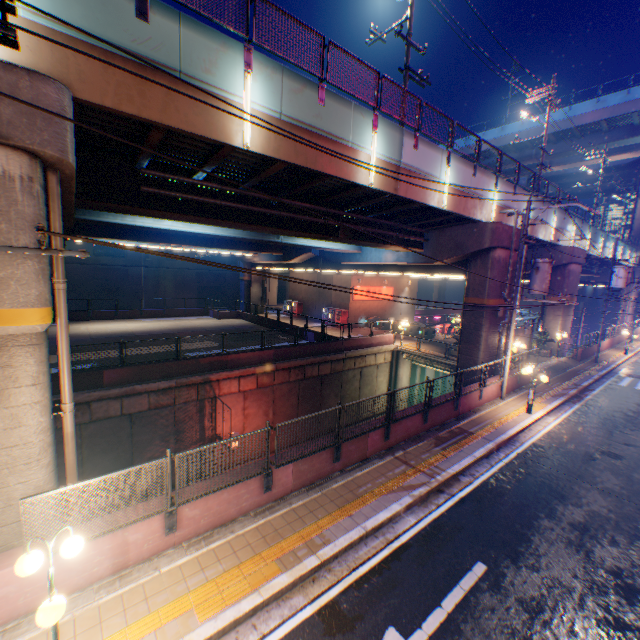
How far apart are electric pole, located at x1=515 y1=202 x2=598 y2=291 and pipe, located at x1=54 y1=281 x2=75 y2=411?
16.91m

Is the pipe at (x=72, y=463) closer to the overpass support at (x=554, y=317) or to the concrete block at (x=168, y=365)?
the overpass support at (x=554, y=317)

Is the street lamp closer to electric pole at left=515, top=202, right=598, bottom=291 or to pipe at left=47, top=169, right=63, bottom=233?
pipe at left=47, top=169, right=63, bottom=233

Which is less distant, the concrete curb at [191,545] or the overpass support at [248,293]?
the concrete curb at [191,545]

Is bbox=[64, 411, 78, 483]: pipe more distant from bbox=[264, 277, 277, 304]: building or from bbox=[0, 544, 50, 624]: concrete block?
bbox=[264, 277, 277, 304]: building

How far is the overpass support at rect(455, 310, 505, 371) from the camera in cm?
1841

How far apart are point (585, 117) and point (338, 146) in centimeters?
4305cm
